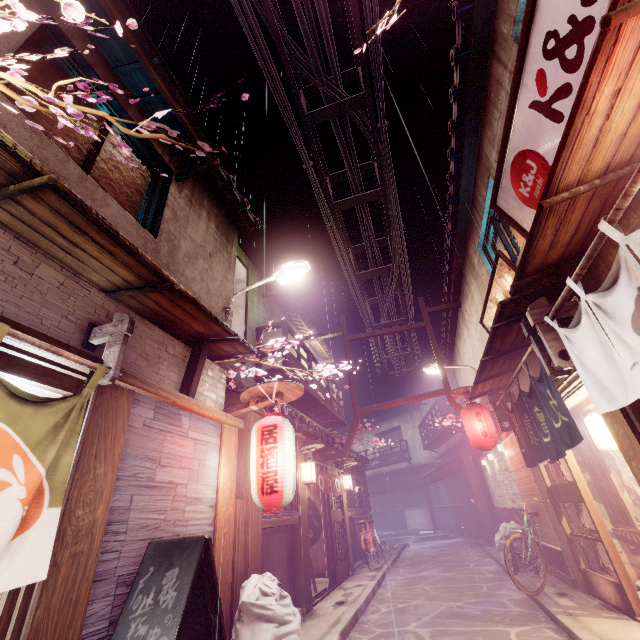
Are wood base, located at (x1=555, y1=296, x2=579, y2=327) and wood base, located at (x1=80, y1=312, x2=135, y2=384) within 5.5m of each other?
no

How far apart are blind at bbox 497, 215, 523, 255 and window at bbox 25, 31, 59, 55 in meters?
11.1

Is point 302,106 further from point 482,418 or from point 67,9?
point 482,418

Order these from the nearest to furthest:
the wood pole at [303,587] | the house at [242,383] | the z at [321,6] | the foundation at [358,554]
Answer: the z at [321,6], the wood pole at [303,587], the house at [242,383], the foundation at [358,554]

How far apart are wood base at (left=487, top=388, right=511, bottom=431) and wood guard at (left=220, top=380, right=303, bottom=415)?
9.2m

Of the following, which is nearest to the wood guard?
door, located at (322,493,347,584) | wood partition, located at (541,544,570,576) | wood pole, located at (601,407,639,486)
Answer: wood pole, located at (601,407,639,486)

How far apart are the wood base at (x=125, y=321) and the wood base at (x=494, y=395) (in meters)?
13.74

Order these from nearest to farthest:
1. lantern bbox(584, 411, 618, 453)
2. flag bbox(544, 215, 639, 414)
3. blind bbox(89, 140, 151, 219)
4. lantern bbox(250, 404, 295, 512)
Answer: flag bbox(544, 215, 639, 414)
lantern bbox(250, 404, 295, 512)
blind bbox(89, 140, 151, 219)
lantern bbox(584, 411, 618, 453)
